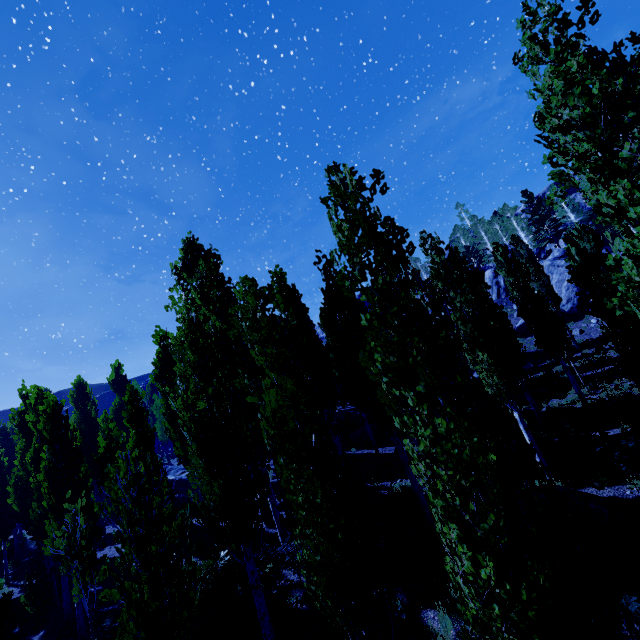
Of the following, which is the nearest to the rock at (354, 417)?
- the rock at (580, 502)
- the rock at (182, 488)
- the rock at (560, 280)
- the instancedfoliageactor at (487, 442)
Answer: the instancedfoliageactor at (487, 442)

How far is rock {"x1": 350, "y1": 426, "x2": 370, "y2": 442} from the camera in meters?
23.0

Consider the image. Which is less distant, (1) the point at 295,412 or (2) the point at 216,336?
(1) the point at 295,412

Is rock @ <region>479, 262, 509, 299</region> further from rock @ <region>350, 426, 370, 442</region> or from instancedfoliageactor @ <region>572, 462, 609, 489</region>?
rock @ <region>350, 426, 370, 442</region>

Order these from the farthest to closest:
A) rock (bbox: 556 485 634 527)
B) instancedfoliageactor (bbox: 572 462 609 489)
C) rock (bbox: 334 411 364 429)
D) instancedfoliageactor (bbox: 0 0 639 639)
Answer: rock (bbox: 334 411 364 429)
instancedfoliageactor (bbox: 572 462 609 489)
rock (bbox: 556 485 634 527)
instancedfoliageactor (bbox: 0 0 639 639)

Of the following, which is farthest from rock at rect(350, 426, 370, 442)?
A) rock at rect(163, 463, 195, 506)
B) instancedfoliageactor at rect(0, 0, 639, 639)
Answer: rock at rect(163, 463, 195, 506)

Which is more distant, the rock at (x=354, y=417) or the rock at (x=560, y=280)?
the rock at (x=560, y=280)

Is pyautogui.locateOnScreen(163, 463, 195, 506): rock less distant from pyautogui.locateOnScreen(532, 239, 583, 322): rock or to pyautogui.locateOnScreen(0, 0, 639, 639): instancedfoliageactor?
pyautogui.locateOnScreen(0, 0, 639, 639): instancedfoliageactor
